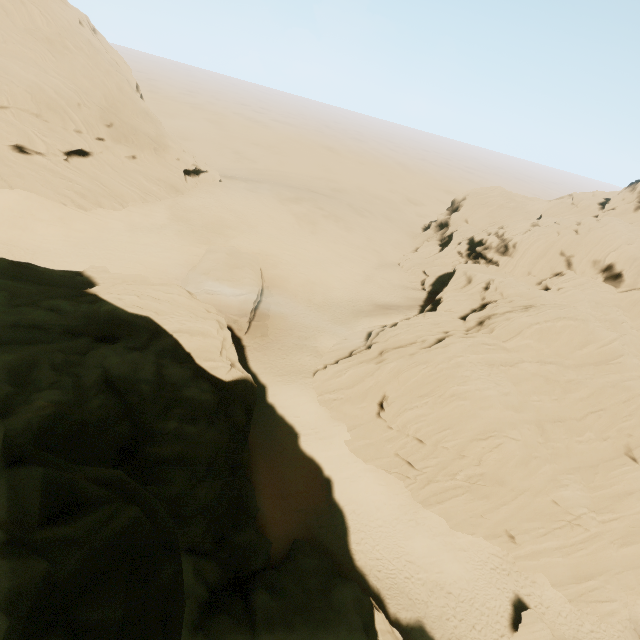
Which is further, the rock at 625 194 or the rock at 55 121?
the rock at 55 121

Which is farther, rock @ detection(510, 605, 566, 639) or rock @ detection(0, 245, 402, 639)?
rock @ detection(510, 605, 566, 639)

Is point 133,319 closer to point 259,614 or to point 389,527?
point 259,614

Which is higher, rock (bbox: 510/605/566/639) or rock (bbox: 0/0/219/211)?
rock (bbox: 0/0/219/211)

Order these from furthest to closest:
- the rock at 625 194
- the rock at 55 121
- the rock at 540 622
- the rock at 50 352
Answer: the rock at 55 121 → the rock at 625 194 → the rock at 540 622 → the rock at 50 352

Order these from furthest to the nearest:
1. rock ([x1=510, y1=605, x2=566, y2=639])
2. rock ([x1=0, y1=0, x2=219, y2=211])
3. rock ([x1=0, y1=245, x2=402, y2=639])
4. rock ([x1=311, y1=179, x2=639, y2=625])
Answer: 1. rock ([x1=0, y1=0, x2=219, y2=211])
2. rock ([x1=311, y1=179, x2=639, y2=625])
3. rock ([x1=510, y1=605, x2=566, y2=639])
4. rock ([x1=0, y1=245, x2=402, y2=639])
